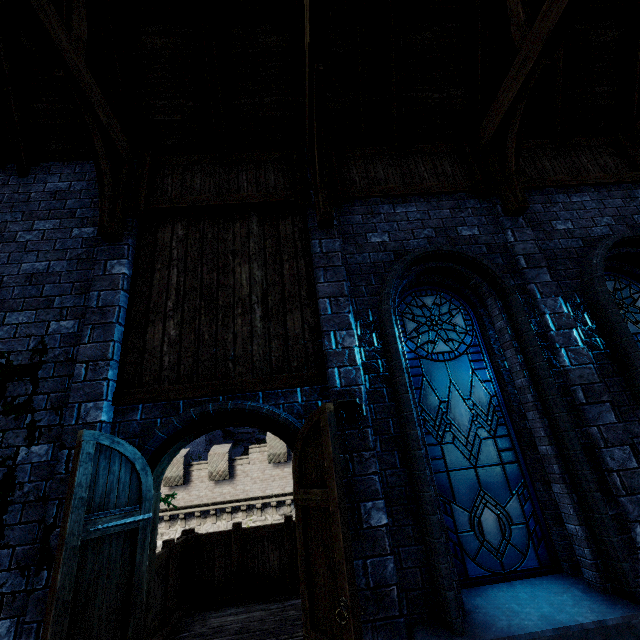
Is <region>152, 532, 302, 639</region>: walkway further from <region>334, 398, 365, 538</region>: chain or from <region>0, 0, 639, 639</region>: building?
<region>334, 398, 365, 538</region>: chain

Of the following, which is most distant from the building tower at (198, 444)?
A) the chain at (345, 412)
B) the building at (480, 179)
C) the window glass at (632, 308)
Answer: the window glass at (632, 308)

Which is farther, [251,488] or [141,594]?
[251,488]

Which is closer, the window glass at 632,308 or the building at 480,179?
the building at 480,179

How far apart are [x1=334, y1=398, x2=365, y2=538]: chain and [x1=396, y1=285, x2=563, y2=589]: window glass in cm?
80

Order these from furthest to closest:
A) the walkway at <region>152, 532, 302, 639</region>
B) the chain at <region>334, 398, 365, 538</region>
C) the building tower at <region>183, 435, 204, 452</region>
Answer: the building tower at <region>183, 435, 204, 452</region>, the walkway at <region>152, 532, 302, 639</region>, the chain at <region>334, 398, 365, 538</region>

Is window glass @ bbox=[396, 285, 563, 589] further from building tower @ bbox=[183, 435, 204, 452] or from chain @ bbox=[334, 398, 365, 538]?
building tower @ bbox=[183, 435, 204, 452]

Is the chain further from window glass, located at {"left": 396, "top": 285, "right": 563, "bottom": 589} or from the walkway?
the walkway
